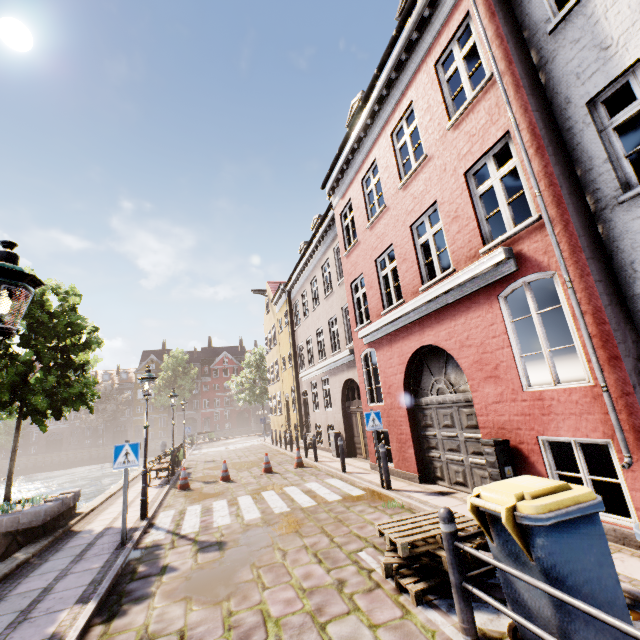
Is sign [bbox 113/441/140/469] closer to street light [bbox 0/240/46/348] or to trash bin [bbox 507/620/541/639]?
street light [bbox 0/240/46/348]

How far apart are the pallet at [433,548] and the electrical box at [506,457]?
1.3m

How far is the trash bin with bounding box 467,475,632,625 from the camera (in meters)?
2.59

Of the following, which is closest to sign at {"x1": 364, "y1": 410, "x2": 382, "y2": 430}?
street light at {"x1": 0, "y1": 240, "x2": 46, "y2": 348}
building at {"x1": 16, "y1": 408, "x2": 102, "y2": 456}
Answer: street light at {"x1": 0, "y1": 240, "x2": 46, "y2": 348}

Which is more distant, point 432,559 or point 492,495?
point 432,559

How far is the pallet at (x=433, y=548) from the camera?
3.79m

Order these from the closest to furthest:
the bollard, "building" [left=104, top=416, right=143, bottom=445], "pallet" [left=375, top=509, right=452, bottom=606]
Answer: the bollard → "pallet" [left=375, top=509, right=452, bottom=606] → "building" [left=104, top=416, right=143, bottom=445]

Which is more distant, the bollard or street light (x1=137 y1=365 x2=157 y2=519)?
street light (x1=137 y1=365 x2=157 y2=519)
